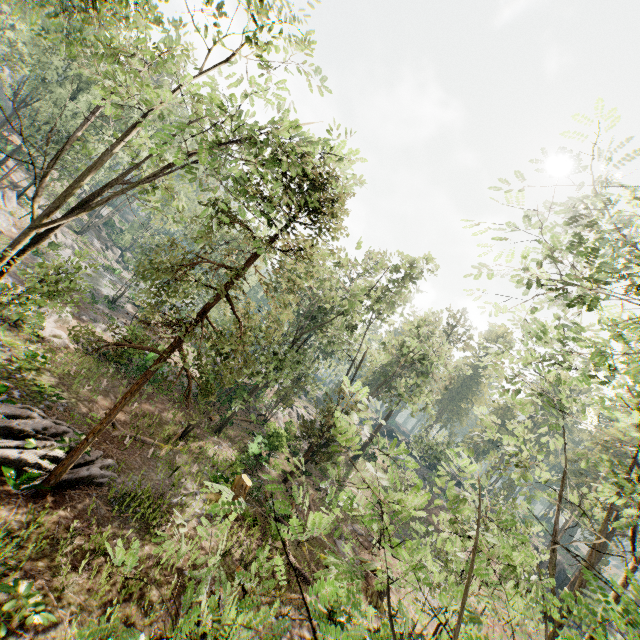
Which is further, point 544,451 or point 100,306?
point 100,306

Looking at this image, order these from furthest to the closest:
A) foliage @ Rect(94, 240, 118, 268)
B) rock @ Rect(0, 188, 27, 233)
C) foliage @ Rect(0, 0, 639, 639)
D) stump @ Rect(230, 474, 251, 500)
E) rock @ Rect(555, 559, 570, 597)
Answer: foliage @ Rect(94, 240, 118, 268) → rock @ Rect(555, 559, 570, 597) → rock @ Rect(0, 188, 27, 233) → stump @ Rect(230, 474, 251, 500) → foliage @ Rect(0, 0, 639, 639)

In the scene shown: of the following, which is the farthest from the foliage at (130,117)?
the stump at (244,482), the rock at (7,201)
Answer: the stump at (244,482)

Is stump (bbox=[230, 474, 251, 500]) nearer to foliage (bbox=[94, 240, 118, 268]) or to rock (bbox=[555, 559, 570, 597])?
foliage (bbox=[94, 240, 118, 268])

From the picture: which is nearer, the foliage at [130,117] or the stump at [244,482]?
the foliage at [130,117]

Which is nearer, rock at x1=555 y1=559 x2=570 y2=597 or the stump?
the stump

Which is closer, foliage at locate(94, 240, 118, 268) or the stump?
the stump
